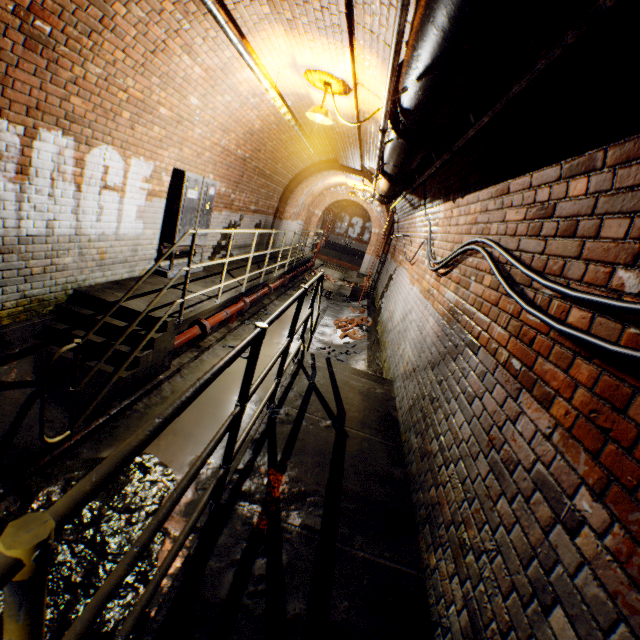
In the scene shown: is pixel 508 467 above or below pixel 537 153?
below

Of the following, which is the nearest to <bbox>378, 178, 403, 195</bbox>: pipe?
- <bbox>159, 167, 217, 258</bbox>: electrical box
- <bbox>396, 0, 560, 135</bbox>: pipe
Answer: <bbox>396, 0, 560, 135</bbox>: pipe

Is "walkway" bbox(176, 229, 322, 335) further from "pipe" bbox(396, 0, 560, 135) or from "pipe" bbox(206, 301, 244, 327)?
"pipe" bbox(396, 0, 560, 135)

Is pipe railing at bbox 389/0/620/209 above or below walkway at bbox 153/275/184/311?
above

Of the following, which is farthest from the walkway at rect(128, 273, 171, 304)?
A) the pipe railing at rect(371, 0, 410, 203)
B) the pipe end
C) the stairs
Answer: the pipe end

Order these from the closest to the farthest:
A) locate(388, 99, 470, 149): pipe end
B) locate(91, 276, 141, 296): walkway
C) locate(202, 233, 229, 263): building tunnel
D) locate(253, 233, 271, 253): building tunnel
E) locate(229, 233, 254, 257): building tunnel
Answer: locate(388, 99, 470, 149): pipe end < locate(91, 276, 141, 296): walkway < locate(202, 233, 229, 263): building tunnel < locate(229, 233, 254, 257): building tunnel < locate(253, 233, 271, 253): building tunnel

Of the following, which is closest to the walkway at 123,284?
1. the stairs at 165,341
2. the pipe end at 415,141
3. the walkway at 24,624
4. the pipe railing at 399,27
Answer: the stairs at 165,341

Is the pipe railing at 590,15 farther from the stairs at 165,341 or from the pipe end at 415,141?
the stairs at 165,341
